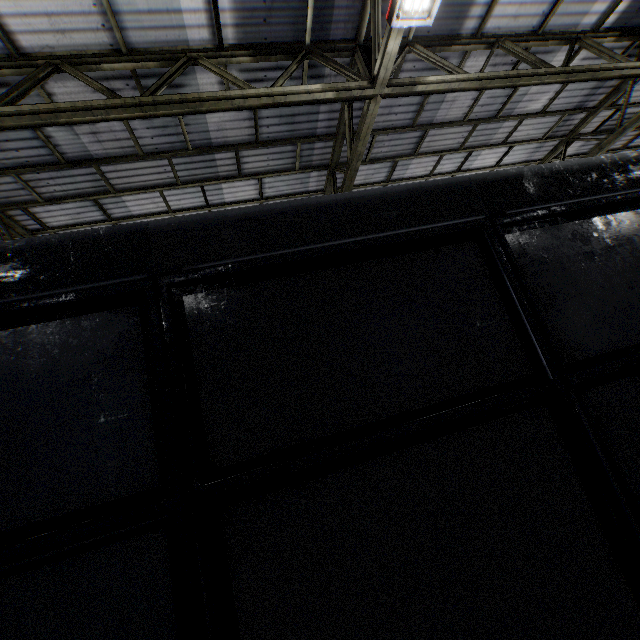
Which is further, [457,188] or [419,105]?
[419,105]
